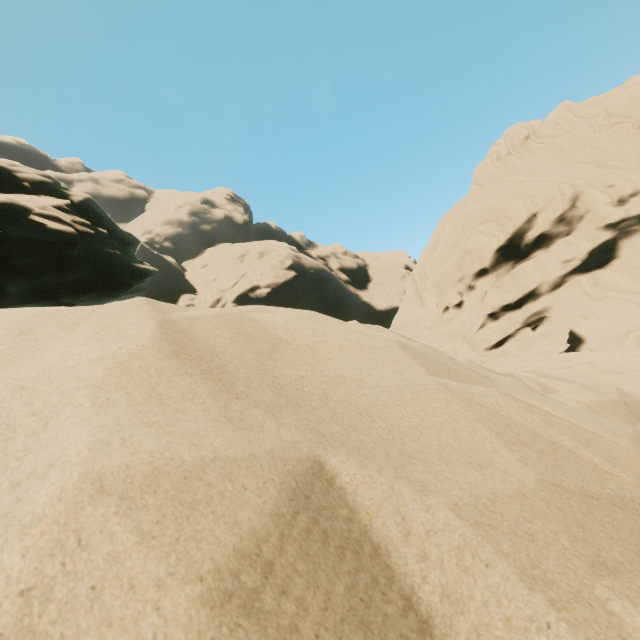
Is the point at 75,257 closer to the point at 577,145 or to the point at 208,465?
the point at 208,465
